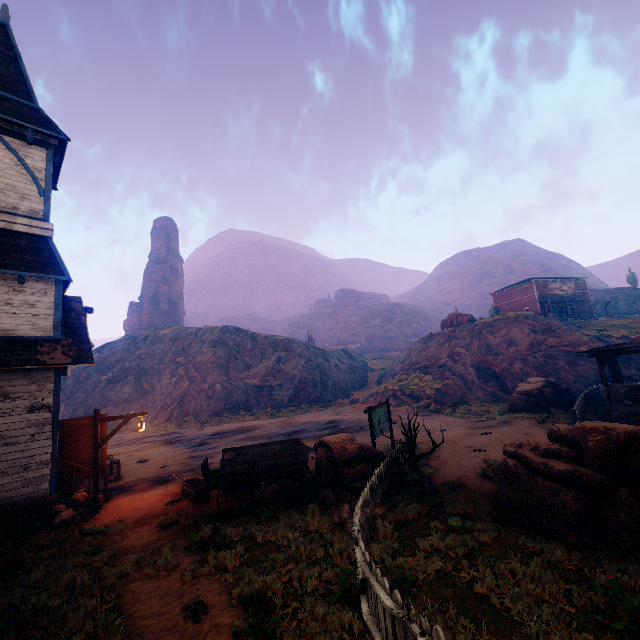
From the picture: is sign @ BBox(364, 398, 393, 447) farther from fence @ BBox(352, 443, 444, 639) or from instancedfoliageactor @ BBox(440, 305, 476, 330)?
instancedfoliageactor @ BBox(440, 305, 476, 330)

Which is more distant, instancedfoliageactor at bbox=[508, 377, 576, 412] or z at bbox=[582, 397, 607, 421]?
instancedfoliageactor at bbox=[508, 377, 576, 412]

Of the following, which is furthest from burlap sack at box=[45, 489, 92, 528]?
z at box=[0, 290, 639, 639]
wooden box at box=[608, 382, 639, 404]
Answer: wooden box at box=[608, 382, 639, 404]

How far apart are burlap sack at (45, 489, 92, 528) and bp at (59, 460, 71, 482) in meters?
0.5 m

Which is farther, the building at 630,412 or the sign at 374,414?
the building at 630,412

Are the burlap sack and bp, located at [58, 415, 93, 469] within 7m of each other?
yes

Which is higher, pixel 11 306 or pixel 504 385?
pixel 11 306

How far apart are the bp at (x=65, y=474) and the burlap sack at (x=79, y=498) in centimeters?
51cm
